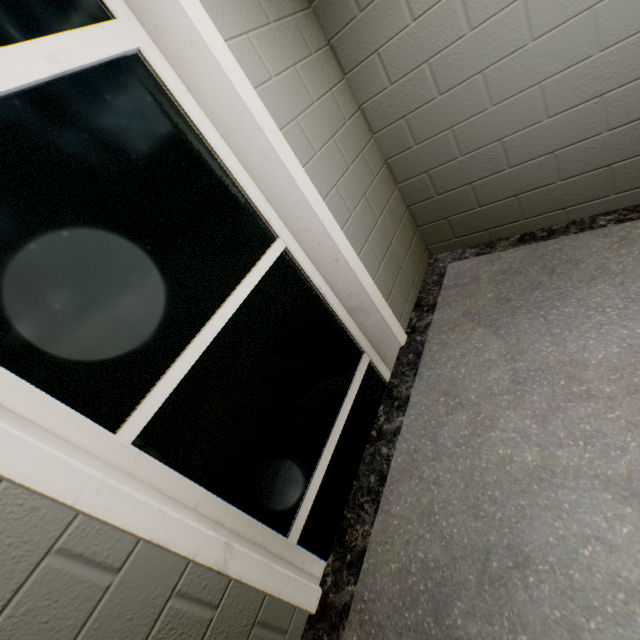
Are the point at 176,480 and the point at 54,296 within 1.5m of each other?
yes
